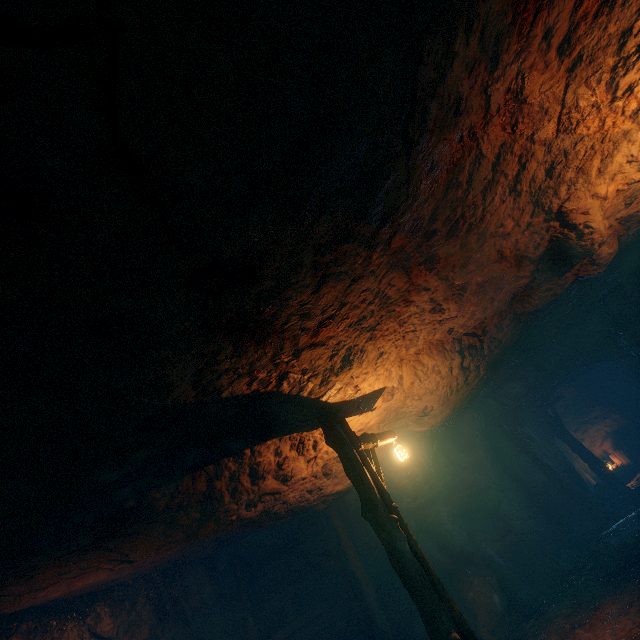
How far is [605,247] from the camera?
6.78m

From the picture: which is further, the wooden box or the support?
the wooden box

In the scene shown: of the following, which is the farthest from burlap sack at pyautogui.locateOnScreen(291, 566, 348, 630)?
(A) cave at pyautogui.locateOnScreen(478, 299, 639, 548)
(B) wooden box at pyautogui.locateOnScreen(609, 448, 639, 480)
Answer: (B) wooden box at pyautogui.locateOnScreen(609, 448, 639, 480)

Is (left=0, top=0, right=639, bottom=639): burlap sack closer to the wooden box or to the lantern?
the lantern

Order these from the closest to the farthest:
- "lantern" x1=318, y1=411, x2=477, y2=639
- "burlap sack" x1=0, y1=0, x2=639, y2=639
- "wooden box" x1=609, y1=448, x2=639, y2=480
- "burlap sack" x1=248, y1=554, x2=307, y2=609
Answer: "burlap sack" x1=0, y1=0, x2=639, y2=639, "lantern" x1=318, y1=411, x2=477, y2=639, "burlap sack" x1=248, y1=554, x2=307, y2=609, "wooden box" x1=609, y1=448, x2=639, y2=480

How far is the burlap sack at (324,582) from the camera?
10.3 meters
